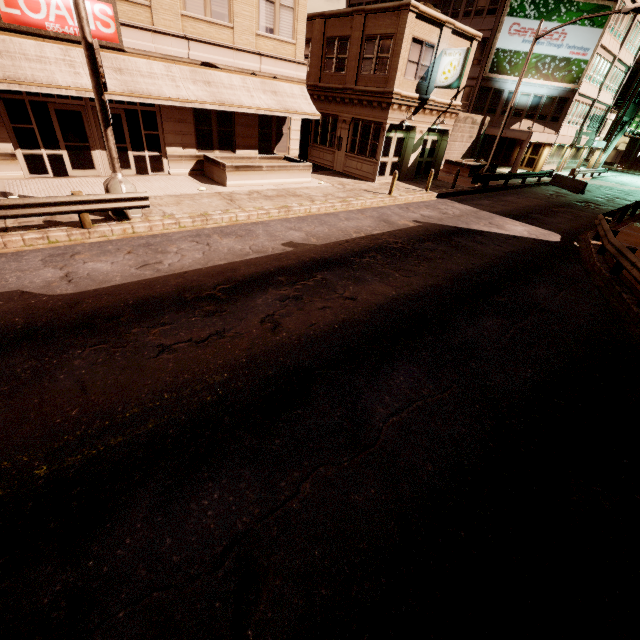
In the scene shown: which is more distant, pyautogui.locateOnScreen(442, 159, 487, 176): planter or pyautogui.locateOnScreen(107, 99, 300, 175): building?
pyautogui.locateOnScreen(442, 159, 487, 176): planter

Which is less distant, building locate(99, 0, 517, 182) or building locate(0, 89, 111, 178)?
building locate(0, 89, 111, 178)

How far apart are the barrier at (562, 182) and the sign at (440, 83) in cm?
1639

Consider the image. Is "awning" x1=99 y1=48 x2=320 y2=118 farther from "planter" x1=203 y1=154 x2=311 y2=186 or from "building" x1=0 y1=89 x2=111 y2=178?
"planter" x1=203 y1=154 x2=311 y2=186

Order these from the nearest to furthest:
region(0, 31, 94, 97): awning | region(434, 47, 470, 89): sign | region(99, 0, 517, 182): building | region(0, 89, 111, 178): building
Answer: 1. region(0, 31, 94, 97): awning
2. region(0, 89, 111, 178): building
3. region(99, 0, 517, 182): building
4. region(434, 47, 470, 89): sign

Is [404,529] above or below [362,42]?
below

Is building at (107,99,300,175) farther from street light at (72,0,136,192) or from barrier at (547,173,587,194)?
barrier at (547,173,587,194)

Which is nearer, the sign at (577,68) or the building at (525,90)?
the sign at (577,68)
